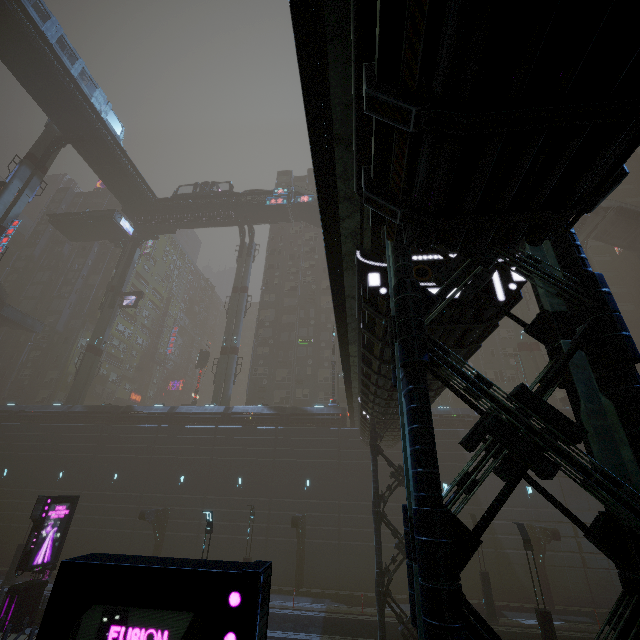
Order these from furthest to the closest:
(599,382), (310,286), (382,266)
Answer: (310,286), (382,266), (599,382)

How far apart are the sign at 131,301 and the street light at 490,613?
44.2 meters

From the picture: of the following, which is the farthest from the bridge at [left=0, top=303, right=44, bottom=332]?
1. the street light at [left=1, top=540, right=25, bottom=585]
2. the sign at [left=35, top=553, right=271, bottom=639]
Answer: the sign at [left=35, top=553, right=271, bottom=639]

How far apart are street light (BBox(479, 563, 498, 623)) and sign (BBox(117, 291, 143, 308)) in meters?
44.2

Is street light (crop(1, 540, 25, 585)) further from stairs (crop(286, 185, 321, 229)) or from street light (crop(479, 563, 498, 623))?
stairs (crop(286, 185, 321, 229))

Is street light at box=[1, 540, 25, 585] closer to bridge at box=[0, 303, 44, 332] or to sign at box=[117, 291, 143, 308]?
sign at box=[117, 291, 143, 308]

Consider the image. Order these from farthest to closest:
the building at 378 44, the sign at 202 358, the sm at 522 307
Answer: the sign at 202 358 → the sm at 522 307 → the building at 378 44

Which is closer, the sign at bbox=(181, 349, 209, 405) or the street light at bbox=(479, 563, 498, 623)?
the street light at bbox=(479, 563, 498, 623)
